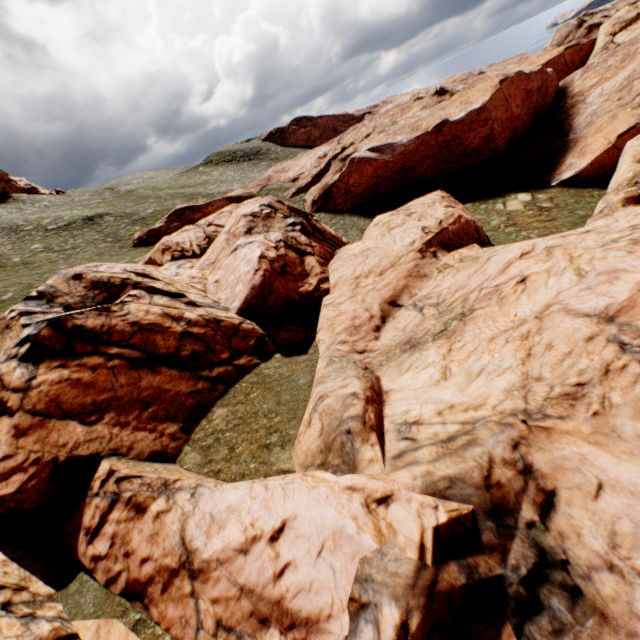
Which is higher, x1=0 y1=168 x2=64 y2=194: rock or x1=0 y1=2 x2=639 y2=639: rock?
x1=0 y1=168 x2=64 y2=194: rock

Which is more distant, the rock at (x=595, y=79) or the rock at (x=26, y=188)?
the rock at (x=26, y=188)

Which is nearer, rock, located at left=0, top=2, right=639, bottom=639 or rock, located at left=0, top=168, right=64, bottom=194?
rock, located at left=0, top=2, right=639, bottom=639

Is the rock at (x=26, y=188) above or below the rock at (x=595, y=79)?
above

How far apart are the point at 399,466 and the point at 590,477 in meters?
5.4 m
